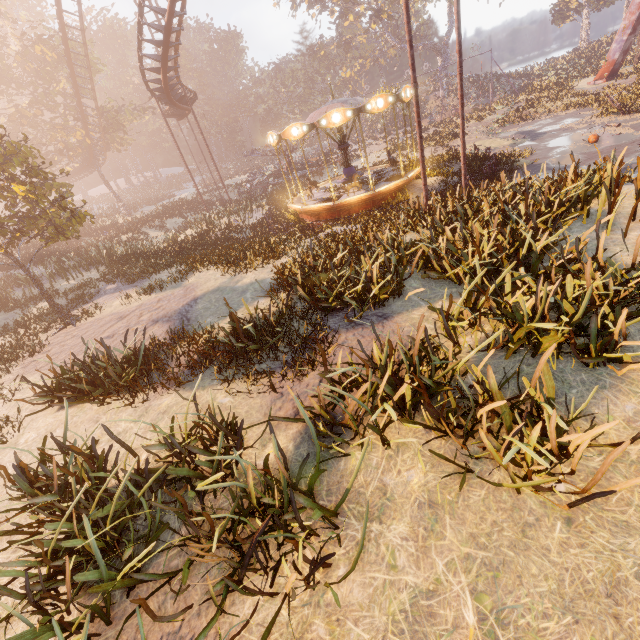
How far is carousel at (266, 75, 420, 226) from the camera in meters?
14.1 m

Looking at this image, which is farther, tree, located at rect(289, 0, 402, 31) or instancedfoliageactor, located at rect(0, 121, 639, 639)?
tree, located at rect(289, 0, 402, 31)

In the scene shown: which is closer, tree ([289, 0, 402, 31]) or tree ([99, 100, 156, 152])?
tree ([99, 100, 156, 152])

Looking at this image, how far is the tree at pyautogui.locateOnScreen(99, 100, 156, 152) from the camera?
34.4 meters

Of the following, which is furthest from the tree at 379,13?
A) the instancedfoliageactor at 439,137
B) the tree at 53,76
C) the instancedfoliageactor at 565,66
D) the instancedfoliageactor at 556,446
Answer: the instancedfoliageactor at 556,446

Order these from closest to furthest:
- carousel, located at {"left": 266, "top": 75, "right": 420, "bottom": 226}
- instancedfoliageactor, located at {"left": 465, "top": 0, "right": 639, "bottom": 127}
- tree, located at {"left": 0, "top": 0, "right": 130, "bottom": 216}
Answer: carousel, located at {"left": 266, "top": 75, "right": 420, "bottom": 226} → instancedfoliageactor, located at {"left": 465, "top": 0, "right": 639, "bottom": 127} → tree, located at {"left": 0, "top": 0, "right": 130, "bottom": 216}

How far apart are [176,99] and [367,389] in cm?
2740

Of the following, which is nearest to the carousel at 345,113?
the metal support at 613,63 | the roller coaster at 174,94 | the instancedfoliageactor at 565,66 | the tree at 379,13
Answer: the roller coaster at 174,94
